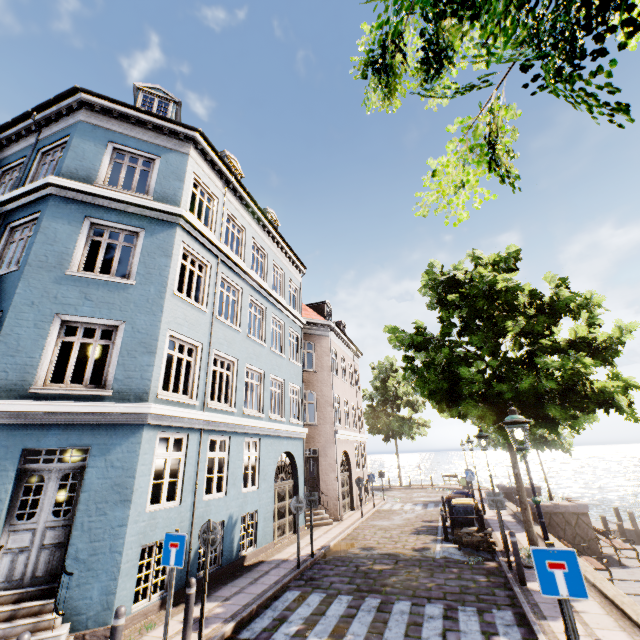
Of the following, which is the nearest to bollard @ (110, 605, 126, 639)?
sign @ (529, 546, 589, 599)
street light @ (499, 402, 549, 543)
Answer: sign @ (529, 546, 589, 599)

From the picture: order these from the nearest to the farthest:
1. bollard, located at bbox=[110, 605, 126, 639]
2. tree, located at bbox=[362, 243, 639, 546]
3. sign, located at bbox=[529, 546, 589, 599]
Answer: sign, located at bbox=[529, 546, 589, 599], bollard, located at bbox=[110, 605, 126, 639], tree, located at bbox=[362, 243, 639, 546]

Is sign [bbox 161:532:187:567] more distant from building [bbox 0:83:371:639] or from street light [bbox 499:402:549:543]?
street light [bbox 499:402:549:543]

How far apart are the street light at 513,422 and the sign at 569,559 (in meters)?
1.72

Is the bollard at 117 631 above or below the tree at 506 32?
below

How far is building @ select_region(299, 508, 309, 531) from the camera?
14.5 meters

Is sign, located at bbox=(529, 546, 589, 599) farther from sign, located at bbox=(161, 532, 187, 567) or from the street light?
sign, located at bbox=(161, 532, 187, 567)

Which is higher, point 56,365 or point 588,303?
point 56,365
